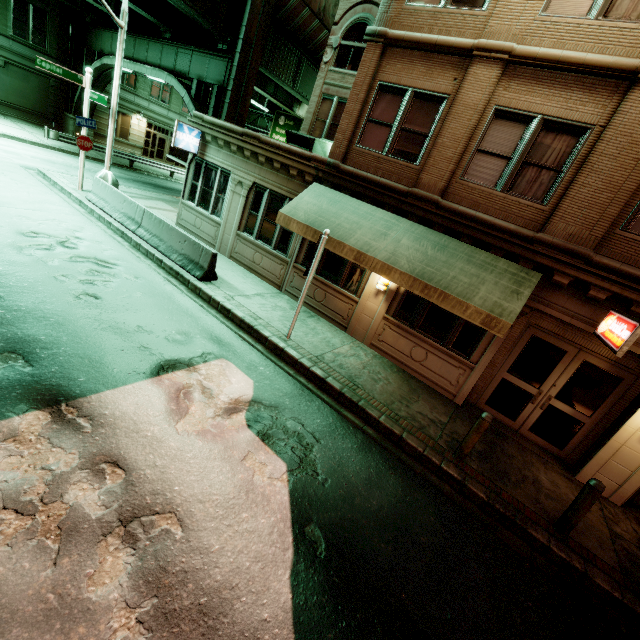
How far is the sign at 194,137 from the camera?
12.47m

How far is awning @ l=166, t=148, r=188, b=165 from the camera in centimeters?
1432cm

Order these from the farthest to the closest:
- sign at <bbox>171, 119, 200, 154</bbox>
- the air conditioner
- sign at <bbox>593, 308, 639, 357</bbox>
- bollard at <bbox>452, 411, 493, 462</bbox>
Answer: the air conditioner
sign at <bbox>171, 119, 200, 154</bbox>
bollard at <bbox>452, 411, 493, 462</bbox>
sign at <bbox>593, 308, 639, 357</bbox>

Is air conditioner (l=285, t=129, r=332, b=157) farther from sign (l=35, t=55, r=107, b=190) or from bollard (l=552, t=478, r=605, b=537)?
bollard (l=552, t=478, r=605, b=537)

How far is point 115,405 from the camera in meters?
5.0

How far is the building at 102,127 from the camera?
29.87m

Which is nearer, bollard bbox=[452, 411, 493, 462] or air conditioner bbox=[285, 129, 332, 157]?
bollard bbox=[452, 411, 493, 462]

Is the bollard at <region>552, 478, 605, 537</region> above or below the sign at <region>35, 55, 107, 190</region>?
below
